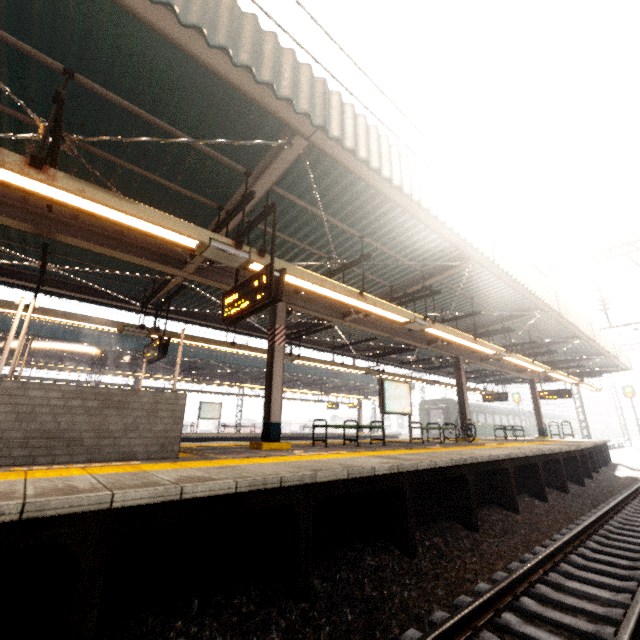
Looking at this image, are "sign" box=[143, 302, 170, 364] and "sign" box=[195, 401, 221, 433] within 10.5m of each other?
no

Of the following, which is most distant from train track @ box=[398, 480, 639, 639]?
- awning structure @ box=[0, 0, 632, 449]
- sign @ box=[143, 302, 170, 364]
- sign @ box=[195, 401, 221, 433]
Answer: sign @ box=[195, 401, 221, 433]

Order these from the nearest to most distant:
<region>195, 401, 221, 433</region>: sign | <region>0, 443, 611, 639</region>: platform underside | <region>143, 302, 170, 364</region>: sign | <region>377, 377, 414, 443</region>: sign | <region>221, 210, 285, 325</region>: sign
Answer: <region>0, 443, 611, 639</region>: platform underside → <region>221, 210, 285, 325</region>: sign → <region>143, 302, 170, 364</region>: sign → <region>377, 377, 414, 443</region>: sign → <region>195, 401, 221, 433</region>: sign

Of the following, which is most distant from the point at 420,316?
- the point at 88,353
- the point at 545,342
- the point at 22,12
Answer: the point at 88,353

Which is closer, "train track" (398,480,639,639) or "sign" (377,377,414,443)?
"train track" (398,480,639,639)

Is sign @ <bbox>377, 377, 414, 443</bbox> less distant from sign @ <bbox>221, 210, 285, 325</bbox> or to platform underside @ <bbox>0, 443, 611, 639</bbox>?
platform underside @ <bbox>0, 443, 611, 639</bbox>

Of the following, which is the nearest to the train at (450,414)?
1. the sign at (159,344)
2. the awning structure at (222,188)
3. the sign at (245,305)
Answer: the awning structure at (222,188)

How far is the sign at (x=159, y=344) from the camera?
8.2m
